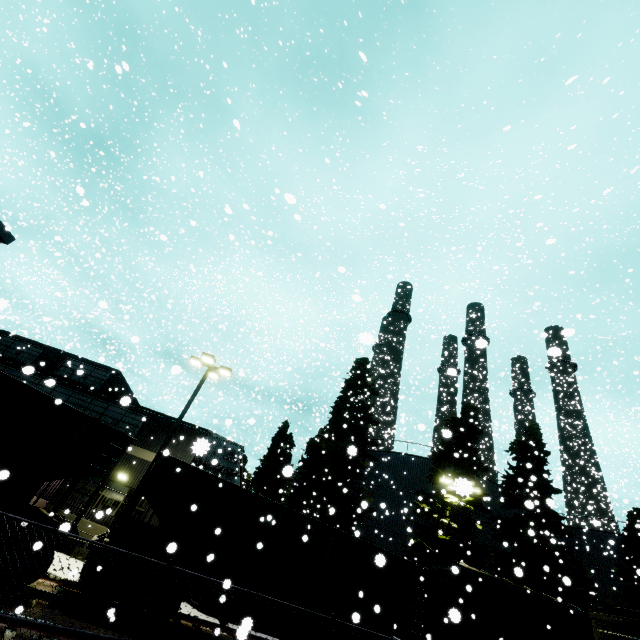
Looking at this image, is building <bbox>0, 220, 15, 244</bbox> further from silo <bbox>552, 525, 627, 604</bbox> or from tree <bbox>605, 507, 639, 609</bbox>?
tree <bbox>605, 507, 639, 609</bbox>

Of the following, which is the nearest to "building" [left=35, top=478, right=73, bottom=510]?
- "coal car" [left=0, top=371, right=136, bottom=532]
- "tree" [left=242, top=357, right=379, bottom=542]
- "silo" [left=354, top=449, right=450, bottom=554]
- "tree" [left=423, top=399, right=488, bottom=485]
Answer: "coal car" [left=0, top=371, right=136, bottom=532]

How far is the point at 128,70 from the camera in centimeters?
589cm

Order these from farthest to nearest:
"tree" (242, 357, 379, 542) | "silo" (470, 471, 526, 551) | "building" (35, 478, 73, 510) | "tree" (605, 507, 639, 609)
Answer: "silo" (470, 471, 526, 551) < "tree" (605, 507, 639, 609) < "tree" (242, 357, 379, 542) < "building" (35, 478, 73, 510)

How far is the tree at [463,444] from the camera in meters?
21.6 m

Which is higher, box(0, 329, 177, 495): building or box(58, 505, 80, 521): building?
box(0, 329, 177, 495): building

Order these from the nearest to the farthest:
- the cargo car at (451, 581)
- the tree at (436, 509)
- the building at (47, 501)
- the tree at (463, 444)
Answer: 1. the cargo car at (451, 581)
2. the building at (47, 501)
3. the tree at (436, 509)
4. the tree at (463, 444)

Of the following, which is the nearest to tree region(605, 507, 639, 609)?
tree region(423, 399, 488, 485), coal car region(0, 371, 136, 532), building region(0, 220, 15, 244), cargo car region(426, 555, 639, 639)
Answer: cargo car region(426, 555, 639, 639)
